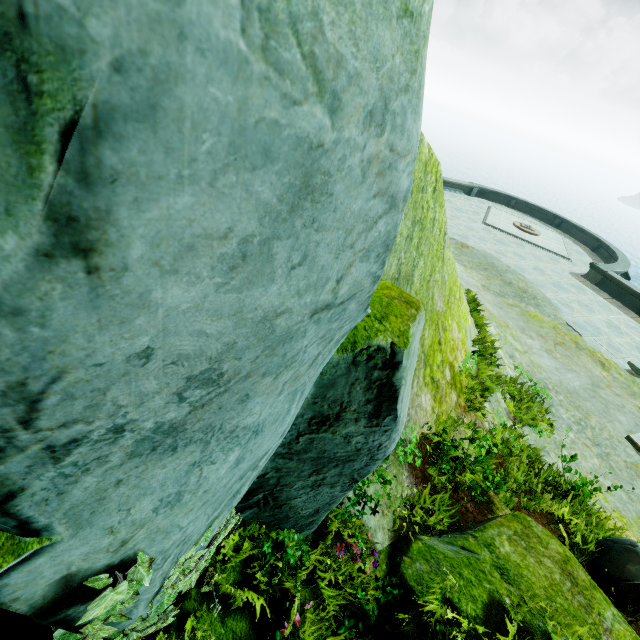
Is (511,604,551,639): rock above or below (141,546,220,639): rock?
above

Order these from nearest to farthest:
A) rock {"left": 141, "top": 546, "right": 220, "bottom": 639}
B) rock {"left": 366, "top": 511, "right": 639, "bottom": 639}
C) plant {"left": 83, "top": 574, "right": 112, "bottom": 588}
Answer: plant {"left": 83, "top": 574, "right": 112, "bottom": 588} < rock {"left": 141, "top": 546, "right": 220, "bottom": 639} < rock {"left": 366, "top": 511, "right": 639, "bottom": 639}

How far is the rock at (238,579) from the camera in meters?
3.1 m

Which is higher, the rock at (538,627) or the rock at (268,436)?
the rock at (268,436)

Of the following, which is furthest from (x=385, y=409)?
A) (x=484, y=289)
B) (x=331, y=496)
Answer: (x=484, y=289)

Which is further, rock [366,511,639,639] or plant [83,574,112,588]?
rock [366,511,639,639]
